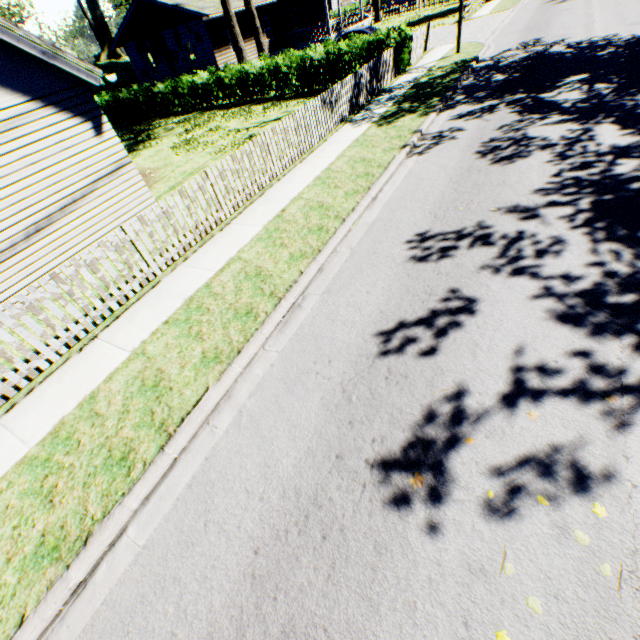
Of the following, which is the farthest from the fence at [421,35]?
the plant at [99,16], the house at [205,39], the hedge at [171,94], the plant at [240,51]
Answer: the plant at [99,16]

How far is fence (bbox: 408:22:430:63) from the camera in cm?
1717

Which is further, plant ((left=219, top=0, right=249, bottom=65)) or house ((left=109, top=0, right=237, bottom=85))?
house ((left=109, top=0, right=237, bottom=85))

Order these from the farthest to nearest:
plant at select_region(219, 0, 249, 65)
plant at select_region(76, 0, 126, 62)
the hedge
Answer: plant at select_region(76, 0, 126, 62), plant at select_region(219, 0, 249, 65), the hedge

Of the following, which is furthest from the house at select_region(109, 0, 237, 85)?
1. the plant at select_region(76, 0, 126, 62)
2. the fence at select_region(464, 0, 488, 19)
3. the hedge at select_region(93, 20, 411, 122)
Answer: A: the fence at select_region(464, 0, 488, 19)

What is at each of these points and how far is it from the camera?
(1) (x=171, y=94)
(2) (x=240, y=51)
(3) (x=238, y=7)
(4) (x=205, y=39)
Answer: (1) hedge, 23.3m
(2) plant, 23.9m
(3) house, 24.5m
(4) house, 24.5m

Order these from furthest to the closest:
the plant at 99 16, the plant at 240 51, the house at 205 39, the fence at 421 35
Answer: the plant at 99 16
the house at 205 39
the plant at 240 51
the fence at 421 35

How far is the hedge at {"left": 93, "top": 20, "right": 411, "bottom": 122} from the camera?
15.8m
